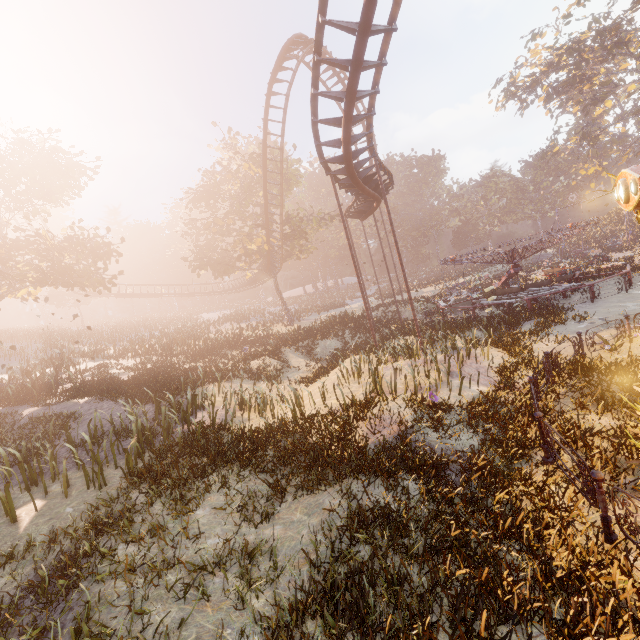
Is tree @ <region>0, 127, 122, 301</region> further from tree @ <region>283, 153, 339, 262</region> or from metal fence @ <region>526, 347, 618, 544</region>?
metal fence @ <region>526, 347, 618, 544</region>

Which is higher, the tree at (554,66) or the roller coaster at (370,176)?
the tree at (554,66)

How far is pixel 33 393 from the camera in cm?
1666

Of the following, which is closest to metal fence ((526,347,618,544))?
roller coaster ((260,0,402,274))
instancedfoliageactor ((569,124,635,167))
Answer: roller coaster ((260,0,402,274))

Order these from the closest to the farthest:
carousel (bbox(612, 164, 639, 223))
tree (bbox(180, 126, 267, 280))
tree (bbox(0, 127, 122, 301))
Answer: carousel (bbox(612, 164, 639, 223)) → tree (bbox(0, 127, 122, 301)) → tree (bbox(180, 126, 267, 280))

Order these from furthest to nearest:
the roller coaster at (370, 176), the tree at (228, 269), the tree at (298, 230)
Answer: the tree at (298, 230) < the tree at (228, 269) < the roller coaster at (370, 176)

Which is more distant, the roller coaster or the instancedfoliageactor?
the instancedfoliageactor

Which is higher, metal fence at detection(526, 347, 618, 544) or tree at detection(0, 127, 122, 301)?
tree at detection(0, 127, 122, 301)
